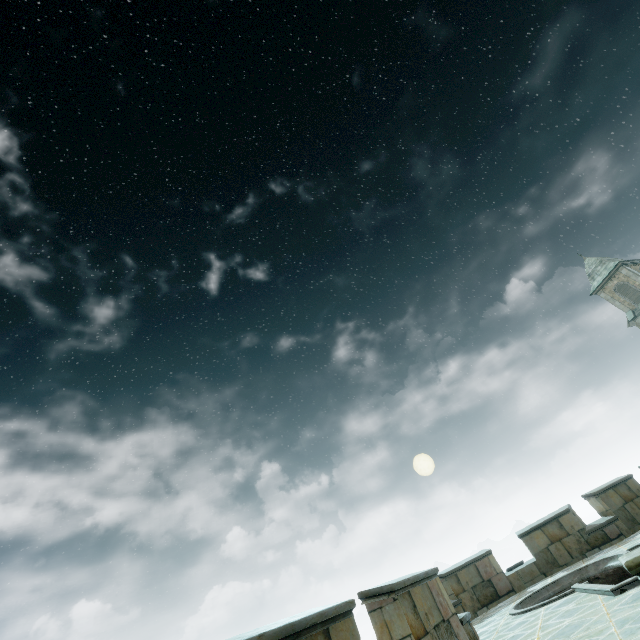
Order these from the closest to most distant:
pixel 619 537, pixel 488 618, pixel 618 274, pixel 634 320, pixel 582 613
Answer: pixel 582 613
pixel 488 618
pixel 619 537
pixel 634 320
pixel 618 274

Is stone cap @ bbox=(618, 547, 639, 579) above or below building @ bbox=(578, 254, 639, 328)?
below

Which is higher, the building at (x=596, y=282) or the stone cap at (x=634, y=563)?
the building at (x=596, y=282)

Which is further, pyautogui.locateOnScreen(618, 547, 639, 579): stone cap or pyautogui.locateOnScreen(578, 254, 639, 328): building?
pyautogui.locateOnScreen(578, 254, 639, 328): building

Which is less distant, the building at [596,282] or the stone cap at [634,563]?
the stone cap at [634,563]
